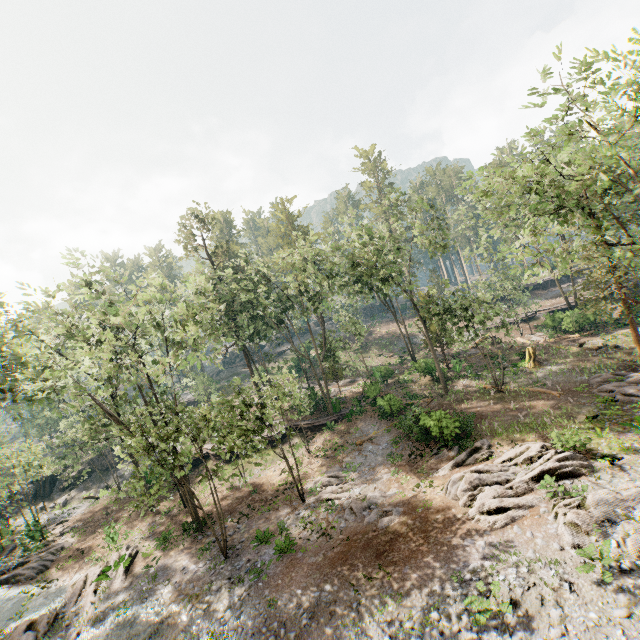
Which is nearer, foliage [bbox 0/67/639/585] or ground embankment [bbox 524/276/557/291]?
foliage [bbox 0/67/639/585]

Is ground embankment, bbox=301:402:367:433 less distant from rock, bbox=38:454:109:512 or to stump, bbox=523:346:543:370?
rock, bbox=38:454:109:512

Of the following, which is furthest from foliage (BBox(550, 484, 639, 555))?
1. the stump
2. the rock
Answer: the stump

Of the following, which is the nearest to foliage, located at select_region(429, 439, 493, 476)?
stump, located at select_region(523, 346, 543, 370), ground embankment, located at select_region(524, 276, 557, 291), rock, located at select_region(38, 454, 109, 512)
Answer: rock, located at select_region(38, 454, 109, 512)

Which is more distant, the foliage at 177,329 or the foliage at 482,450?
the foliage at 482,450

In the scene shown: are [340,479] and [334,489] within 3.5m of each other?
yes

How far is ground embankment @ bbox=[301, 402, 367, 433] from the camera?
31.9 meters

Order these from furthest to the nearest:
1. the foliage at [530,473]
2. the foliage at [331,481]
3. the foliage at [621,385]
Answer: the foliage at [621,385], the foliage at [331,481], the foliage at [530,473]
